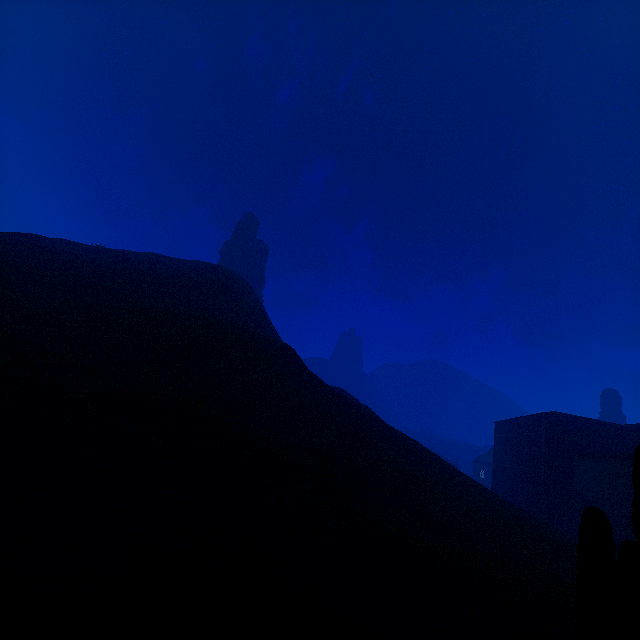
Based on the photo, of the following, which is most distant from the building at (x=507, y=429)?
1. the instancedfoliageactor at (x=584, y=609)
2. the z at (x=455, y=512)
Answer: the instancedfoliageactor at (x=584, y=609)

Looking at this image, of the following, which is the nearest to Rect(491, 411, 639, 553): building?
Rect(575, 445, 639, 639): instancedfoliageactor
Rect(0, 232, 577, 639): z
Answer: Rect(0, 232, 577, 639): z

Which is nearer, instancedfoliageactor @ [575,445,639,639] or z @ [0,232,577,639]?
instancedfoliageactor @ [575,445,639,639]

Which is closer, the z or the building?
the z

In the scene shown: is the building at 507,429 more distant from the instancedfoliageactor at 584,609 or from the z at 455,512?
the instancedfoliageactor at 584,609

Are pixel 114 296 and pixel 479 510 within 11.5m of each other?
no

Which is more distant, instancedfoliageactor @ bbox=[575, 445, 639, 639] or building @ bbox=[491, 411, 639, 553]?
building @ bbox=[491, 411, 639, 553]
